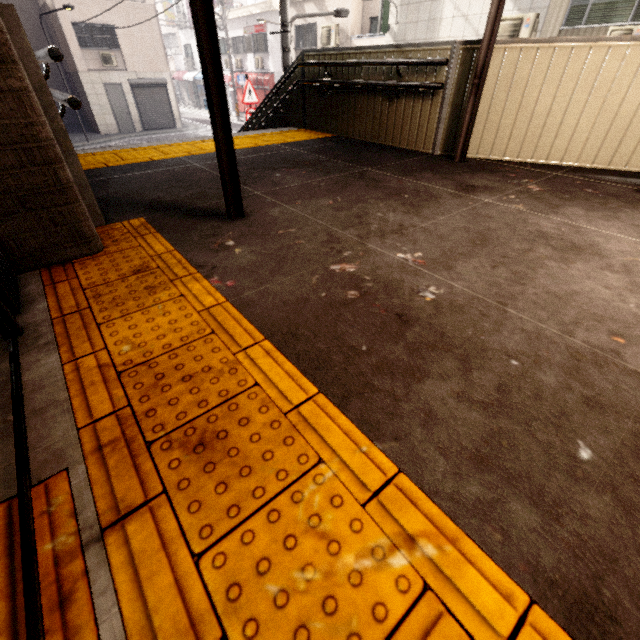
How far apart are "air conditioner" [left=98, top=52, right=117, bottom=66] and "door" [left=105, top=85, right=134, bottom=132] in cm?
80

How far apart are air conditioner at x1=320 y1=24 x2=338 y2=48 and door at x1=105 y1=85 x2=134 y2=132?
12.0m

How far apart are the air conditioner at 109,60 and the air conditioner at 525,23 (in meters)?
19.77

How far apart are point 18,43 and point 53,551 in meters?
2.5

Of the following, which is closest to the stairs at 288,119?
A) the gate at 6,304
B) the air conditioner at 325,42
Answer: the gate at 6,304

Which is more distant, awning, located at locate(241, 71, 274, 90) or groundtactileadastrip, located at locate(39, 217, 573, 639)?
awning, located at locate(241, 71, 274, 90)

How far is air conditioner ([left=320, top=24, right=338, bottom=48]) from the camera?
15.13m

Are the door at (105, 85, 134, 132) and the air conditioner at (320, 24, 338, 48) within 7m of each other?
no
